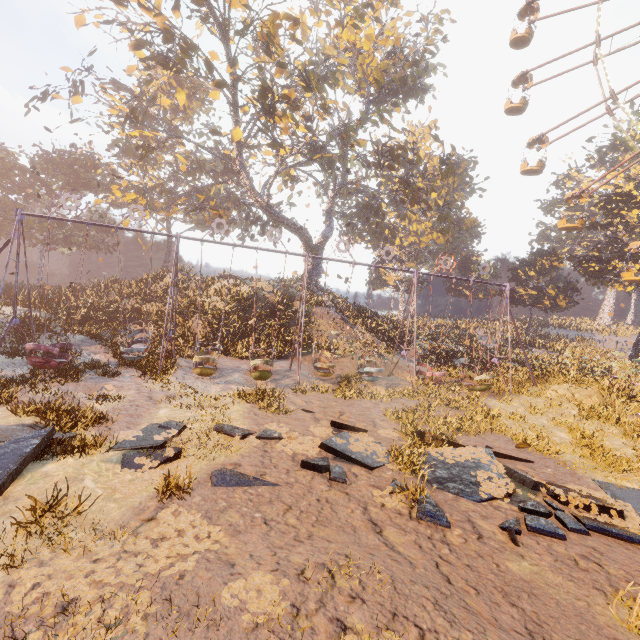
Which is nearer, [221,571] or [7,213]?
[221,571]

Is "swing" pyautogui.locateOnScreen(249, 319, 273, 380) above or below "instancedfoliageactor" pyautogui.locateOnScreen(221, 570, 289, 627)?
above

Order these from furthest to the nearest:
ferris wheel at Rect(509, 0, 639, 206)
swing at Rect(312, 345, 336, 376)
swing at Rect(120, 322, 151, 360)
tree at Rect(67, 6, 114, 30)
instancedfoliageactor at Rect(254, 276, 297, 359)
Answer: ferris wheel at Rect(509, 0, 639, 206) < instancedfoliageactor at Rect(254, 276, 297, 359) < tree at Rect(67, 6, 114, 30) < swing at Rect(312, 345, 336, 376) < swing at Rect(120, 322, 151, 360)

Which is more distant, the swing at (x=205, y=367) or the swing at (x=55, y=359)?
the swing at (x=205, y=367)

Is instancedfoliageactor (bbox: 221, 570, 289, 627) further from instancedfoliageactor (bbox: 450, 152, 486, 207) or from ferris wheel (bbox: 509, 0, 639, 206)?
instancedfoliageactor (bbox: 450, 152, 486, 207)

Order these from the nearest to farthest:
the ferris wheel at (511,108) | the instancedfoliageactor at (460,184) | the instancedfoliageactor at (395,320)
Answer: the instancedfoliageactor at (395,320), the ferris wheel at (511,108), the instancedfoliageactor at (460,184)

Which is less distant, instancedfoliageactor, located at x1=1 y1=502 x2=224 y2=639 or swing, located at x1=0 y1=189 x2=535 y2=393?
instancedfoliageactor, located at x1=1 y1=502 x2=224 y2=639
